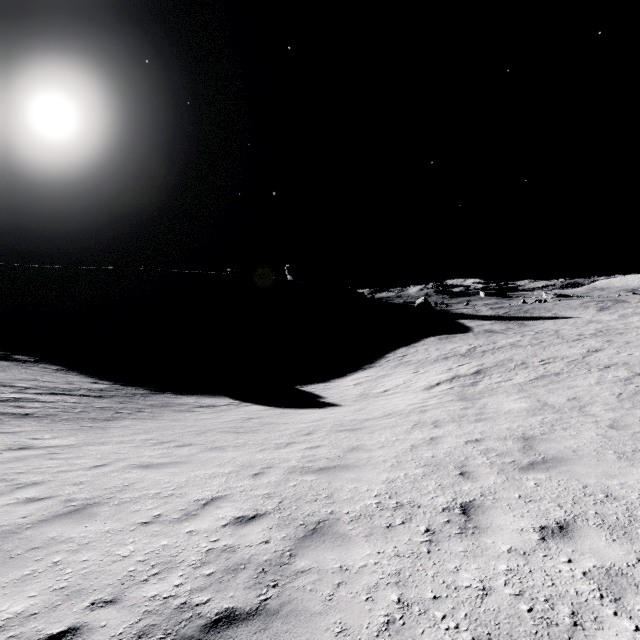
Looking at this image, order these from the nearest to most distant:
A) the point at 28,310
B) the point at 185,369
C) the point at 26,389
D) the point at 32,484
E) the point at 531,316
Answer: the point at 32,484
the point at 26,389
the point at 185,369
the point at 531,316
the point at 28,310
